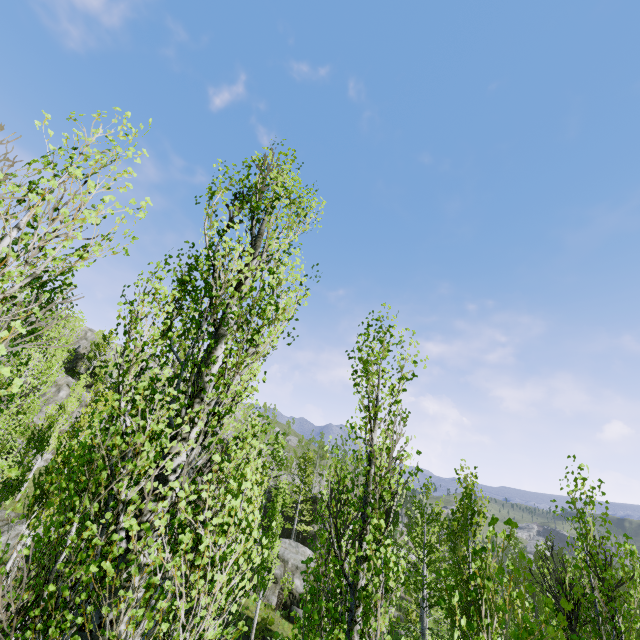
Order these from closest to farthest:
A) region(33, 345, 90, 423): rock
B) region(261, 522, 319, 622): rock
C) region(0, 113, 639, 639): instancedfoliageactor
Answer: region(0, 113, 639, 639): instancedfoliageactor → region(261, 522, 319, 622): rock → region(33, 345, 90, 423): rock

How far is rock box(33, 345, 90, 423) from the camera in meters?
33.9

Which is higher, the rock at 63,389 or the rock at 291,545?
the rock at 63,389

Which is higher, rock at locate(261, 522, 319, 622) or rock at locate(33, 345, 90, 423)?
rock at locate(33, 345, 90, 423)

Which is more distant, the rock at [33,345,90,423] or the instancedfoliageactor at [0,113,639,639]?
the rock at [33,345,90,423]

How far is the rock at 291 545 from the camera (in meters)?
26.59

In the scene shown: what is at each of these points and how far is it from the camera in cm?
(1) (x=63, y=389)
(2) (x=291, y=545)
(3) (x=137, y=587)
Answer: (1) rock, 3606
(2) rock, 3209
(3) instancedfoliageactor, 431
